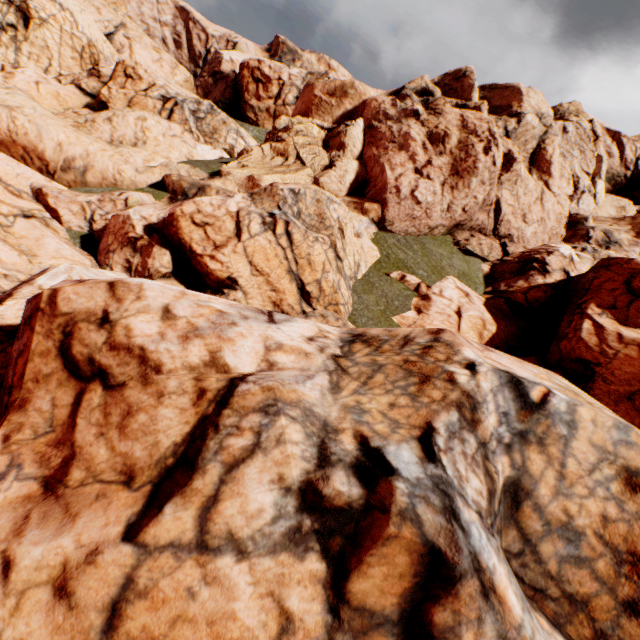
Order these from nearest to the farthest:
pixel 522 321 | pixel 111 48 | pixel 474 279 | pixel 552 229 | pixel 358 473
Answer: pixel 358 473 < pixel 522 321 < pixel 474 279 < pixel 552 229 < pixel 111 48
